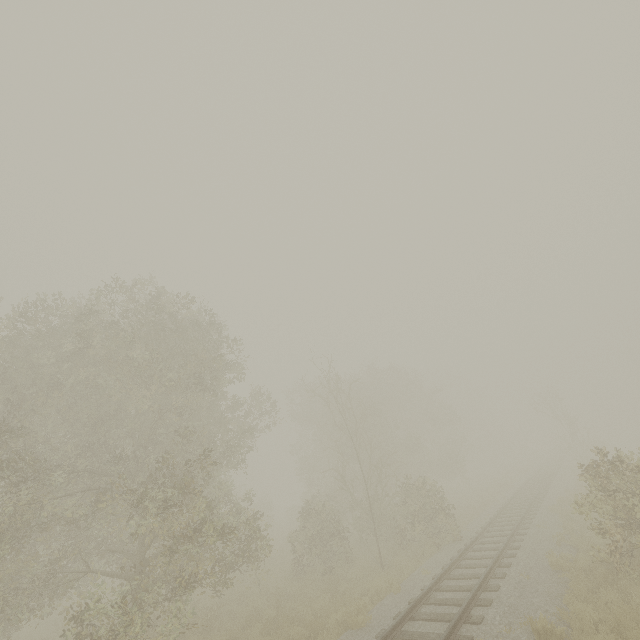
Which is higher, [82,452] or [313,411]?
[313,411]
